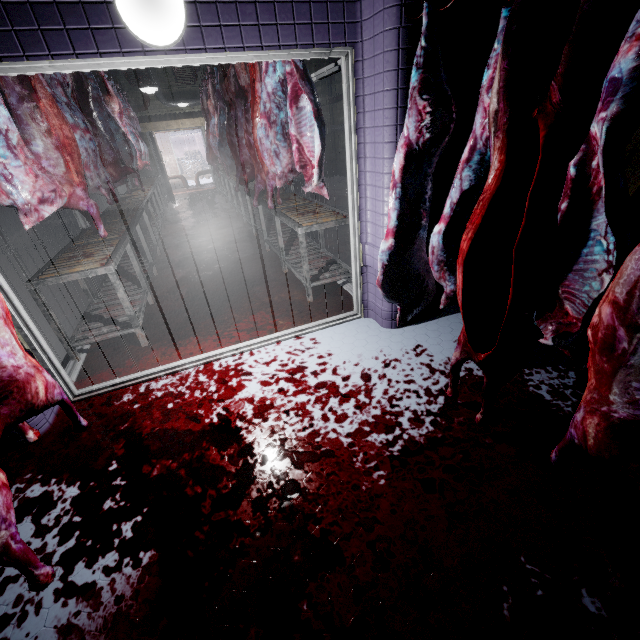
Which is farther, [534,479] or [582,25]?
[534,479]

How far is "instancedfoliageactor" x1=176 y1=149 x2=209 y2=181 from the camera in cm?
1751

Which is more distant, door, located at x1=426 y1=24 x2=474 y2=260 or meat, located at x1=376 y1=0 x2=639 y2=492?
door, located at x1=426 y1=24 x2=474 y2=260

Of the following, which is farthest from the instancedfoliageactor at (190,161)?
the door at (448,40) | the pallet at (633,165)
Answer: the pallet at (633,165)

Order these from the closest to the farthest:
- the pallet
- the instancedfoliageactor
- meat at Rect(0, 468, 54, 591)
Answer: meat at Rect(0, 468, 54, 591), the pallet, the instancedfoliageactor

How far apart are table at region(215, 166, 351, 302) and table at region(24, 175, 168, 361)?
1.6m

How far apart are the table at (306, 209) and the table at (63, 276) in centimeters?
158cm

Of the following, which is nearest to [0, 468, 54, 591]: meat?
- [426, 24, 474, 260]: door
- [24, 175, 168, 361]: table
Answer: [426, 24, 474, 260]: door
